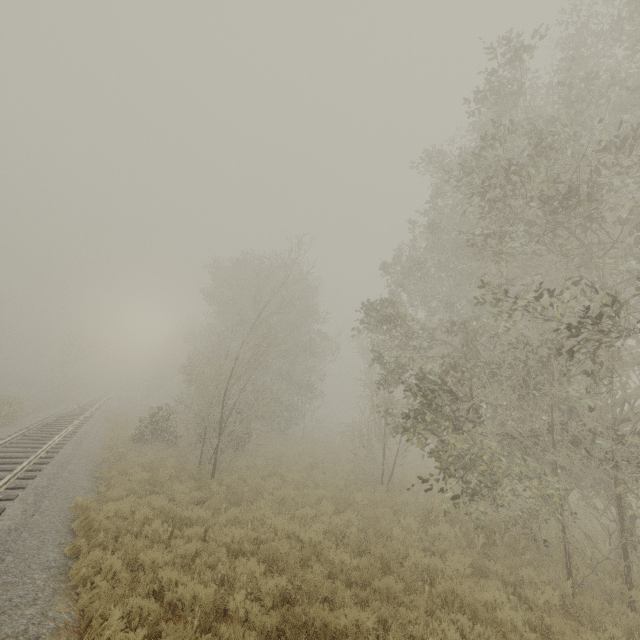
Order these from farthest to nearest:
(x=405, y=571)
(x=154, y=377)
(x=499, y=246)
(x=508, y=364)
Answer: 1. (x=154, y=377)
2. (x=499, y=246)
3. (x=508, y=364)
4. (x=405, y=571)

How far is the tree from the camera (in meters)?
38.84

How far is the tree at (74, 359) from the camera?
38.84m
